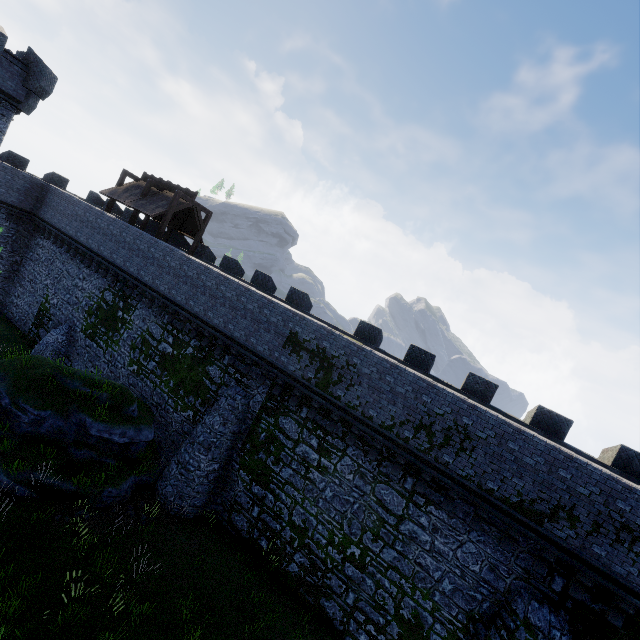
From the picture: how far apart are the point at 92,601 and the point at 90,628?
0.77m
